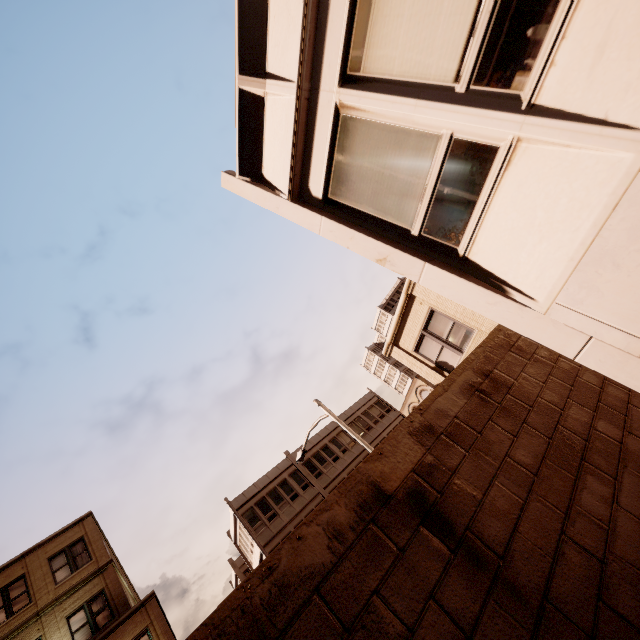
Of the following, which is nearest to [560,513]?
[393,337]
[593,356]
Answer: [593,356]

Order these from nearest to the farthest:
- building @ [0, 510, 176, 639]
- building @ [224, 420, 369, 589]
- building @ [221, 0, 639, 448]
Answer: building @ [221, 0, 639, 448], building @ [0, 510, 176, 639], building @ [224, 420, 369, 589]

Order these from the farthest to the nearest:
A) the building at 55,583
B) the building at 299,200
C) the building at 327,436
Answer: the building at 327,436 → the building at 55,583 → the building at 299,200

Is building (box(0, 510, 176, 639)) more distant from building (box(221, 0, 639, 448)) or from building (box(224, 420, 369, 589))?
building (box(221, 0, 639, 448))

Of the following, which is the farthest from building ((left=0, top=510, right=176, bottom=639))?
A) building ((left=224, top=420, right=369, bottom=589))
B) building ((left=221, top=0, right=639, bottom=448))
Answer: building ((left=221, top=0, right=639, bottom=448))

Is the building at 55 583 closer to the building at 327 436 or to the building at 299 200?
the building at 327 436
